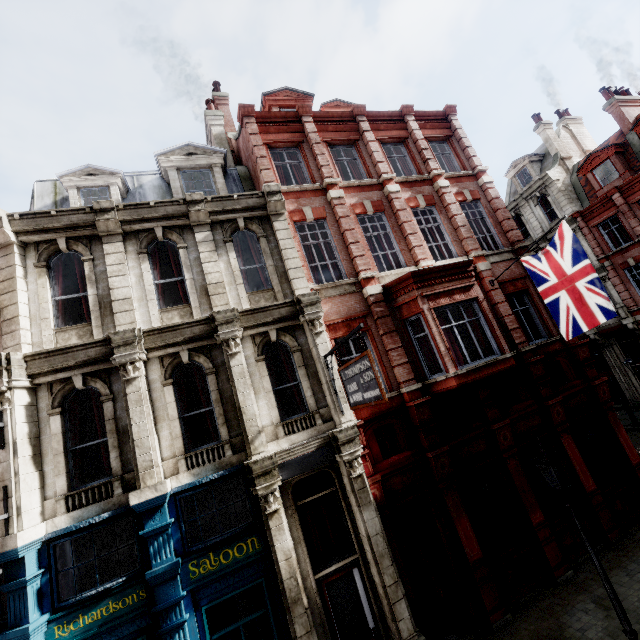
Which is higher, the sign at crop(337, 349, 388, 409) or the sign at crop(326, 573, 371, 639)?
the sign at crop(337, 349, 388, 409)

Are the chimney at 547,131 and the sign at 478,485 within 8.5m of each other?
no

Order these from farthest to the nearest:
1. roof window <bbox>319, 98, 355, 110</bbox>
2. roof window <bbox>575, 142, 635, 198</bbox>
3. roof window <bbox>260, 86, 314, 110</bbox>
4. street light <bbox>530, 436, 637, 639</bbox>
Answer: roof window <bbox>575, 142, 635, 198</bbox>, roof window <bbox>319, 98, 355, 110</bbox>, roof window <bbox>260, 86, 314, 110</bbox>, street light <bbox>530, 436, 637, 639</bbox>

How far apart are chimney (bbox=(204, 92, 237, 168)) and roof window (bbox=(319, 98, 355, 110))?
4.95m

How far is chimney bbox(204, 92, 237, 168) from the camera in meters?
14.0 m

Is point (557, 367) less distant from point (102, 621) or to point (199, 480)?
point (199, 480)

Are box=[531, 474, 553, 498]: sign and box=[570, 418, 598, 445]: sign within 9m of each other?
yes

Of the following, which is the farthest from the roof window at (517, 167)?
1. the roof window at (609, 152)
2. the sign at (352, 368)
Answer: the sign at (352, 368)
